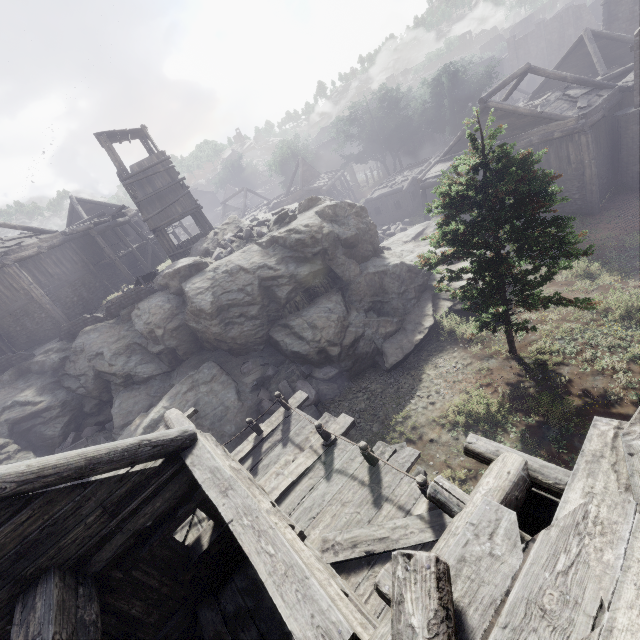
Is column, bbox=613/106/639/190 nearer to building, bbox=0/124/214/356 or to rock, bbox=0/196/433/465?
building, bbox=0/124/214/356

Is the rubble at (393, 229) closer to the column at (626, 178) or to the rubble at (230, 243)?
the rubble at (230, 243)

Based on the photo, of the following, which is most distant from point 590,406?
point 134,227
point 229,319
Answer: point 134,227

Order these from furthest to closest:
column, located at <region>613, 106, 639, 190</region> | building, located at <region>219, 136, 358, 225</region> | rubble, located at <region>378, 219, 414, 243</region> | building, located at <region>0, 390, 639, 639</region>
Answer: building, located at <region>219, 136, 358, 225</region> → rubble, located at <region>378, 219, 414, 243</region> → column, located at <region>613, 106, 639, 190</region> → building, located at <region>0, 390, 639, 639</region>

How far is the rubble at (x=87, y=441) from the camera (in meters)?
15.77

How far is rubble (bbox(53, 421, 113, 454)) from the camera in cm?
1577

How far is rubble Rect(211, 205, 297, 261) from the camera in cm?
1714

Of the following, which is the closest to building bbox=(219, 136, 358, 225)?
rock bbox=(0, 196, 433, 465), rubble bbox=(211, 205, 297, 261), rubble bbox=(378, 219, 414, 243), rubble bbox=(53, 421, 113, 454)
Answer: rock bbox=(0, 196, 433, 465)
